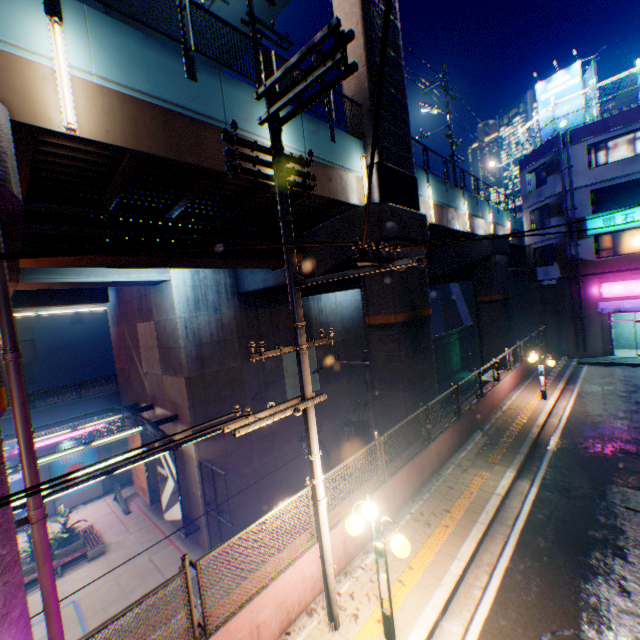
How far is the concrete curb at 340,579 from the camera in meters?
6.6

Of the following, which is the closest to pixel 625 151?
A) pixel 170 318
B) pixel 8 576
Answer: pixel 170 318

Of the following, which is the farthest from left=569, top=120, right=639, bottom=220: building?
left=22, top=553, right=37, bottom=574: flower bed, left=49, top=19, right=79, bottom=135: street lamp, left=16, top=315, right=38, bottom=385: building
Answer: left=16, top=315, right=38, bottom=385: building

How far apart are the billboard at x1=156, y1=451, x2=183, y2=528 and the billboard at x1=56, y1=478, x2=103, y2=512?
8.7 meters

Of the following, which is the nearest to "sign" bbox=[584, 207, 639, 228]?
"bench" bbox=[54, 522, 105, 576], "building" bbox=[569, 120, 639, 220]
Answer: "building" bbox=[569, 120, 639, 220]

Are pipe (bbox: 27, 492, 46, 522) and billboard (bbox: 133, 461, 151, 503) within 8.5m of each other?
no

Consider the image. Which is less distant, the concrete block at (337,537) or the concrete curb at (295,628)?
the concrete curb at (295,628)

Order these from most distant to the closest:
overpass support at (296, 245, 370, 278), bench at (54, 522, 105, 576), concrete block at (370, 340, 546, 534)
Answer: bench at (54, 522, 105, 576), overpass support at (296, 245, 370, 278), concrete block at (370, 340, 546, 534)
